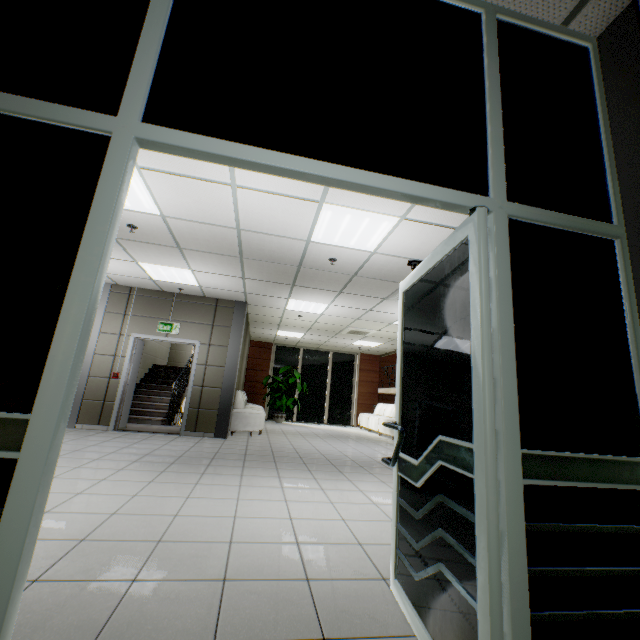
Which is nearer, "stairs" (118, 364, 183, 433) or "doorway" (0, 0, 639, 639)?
"doorway" (0, 0, 639, 639)

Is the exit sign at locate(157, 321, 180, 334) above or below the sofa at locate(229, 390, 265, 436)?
above

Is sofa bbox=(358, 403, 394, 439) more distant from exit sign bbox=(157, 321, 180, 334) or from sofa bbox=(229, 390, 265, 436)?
exit sign bbox=(157, 321, 180, 334)

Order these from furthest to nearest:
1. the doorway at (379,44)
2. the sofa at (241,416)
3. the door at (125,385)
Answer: the sofa at (241,416)
the door at (125,385)
the doorway at (379,44)

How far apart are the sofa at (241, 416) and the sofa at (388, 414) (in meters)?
3.98

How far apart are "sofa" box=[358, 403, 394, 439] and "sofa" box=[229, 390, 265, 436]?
4.0 meters

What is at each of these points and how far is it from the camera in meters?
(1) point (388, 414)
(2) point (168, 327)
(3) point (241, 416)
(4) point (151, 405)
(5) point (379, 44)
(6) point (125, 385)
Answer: (1) sofa, 12.0 m
(2) exit sign, 7.6 m
(3) sofa, 7.9 m
(4) stairs, 9.3 m
(5) doorway, 1.6 m
(6) door, 7.3 m

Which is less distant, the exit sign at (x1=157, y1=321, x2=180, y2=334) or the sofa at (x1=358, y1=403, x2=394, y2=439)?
the exit sign at (x1=157, y1=321, x2=180, y2=334)
